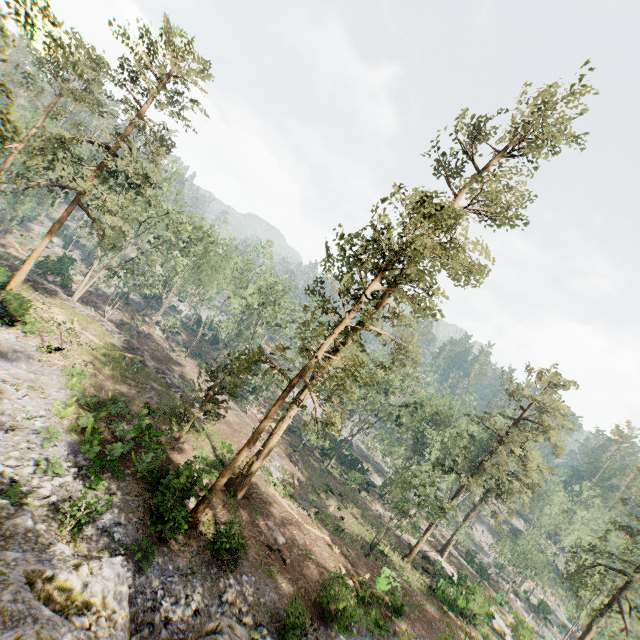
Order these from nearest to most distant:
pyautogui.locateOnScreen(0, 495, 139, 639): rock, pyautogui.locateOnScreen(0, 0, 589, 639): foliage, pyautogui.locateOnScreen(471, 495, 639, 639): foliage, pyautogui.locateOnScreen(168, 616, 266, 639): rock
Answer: pyautogui.locateOnScreen(0, 495, 139, 639): rock, pyautogui.locateOnScreen(168, 616, 266, 639): rock, pyautogui.locateOnScreen(0, 0, 589, 639): foliage, pyautogui.locateOnScreen(471, 495, 639, 639): foliage

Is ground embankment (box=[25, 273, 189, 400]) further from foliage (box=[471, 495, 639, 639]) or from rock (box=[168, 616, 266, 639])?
rock (box=[168, 616, 266, 639])

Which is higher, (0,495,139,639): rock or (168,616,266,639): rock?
(168,616,266,639): rock

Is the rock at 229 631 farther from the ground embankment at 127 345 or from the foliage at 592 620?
the ground embankment at 127 345

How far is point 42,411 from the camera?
17.62m

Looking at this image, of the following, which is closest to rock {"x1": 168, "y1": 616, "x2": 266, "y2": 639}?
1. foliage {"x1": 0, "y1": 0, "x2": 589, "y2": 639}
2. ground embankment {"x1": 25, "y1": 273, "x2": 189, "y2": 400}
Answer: foliage {"x1": 0, "y1": 0, "x2": 589, "y2": 639}

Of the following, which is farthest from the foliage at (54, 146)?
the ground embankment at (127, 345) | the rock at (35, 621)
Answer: the ground embankment at (127, 345)

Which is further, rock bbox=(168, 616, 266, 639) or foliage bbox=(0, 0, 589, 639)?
foliage bbox=(0, 0, 589, 639)
